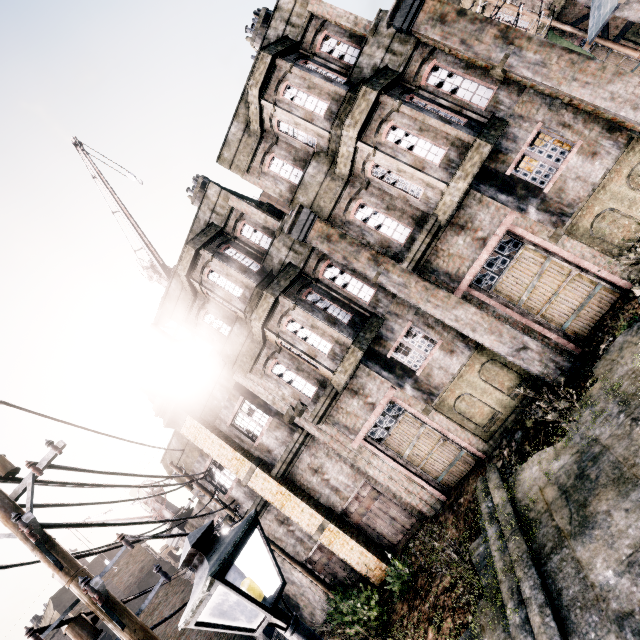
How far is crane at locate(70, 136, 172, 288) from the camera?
14.8 meters

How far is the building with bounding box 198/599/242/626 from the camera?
23.6 meters

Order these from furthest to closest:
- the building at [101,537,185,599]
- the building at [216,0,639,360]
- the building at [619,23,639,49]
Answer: the building at [101,537,185,599] < the building at [619,23,639,49] < the building at [216,0,639,360]

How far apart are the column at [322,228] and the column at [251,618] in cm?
2605

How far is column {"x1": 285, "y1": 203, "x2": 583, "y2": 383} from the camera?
9.6 meters

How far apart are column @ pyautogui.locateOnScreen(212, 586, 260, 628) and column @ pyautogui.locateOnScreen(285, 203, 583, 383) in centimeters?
2605cm

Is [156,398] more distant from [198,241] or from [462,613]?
[462,613]

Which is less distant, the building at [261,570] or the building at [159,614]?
the building at [261,570]
